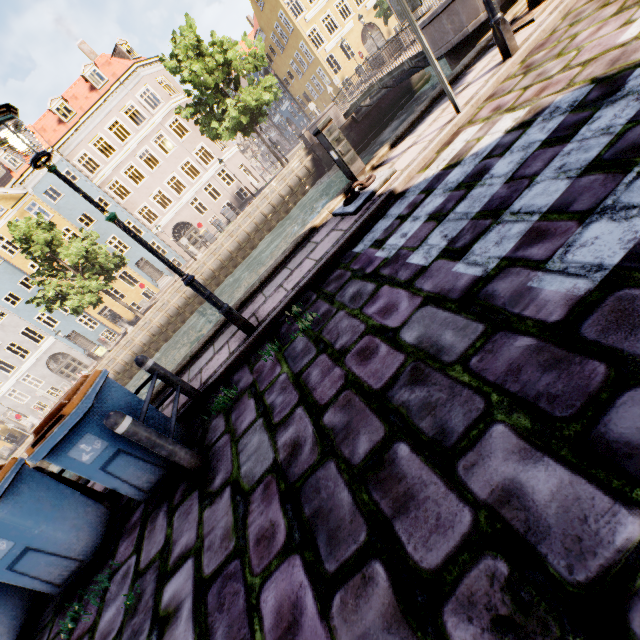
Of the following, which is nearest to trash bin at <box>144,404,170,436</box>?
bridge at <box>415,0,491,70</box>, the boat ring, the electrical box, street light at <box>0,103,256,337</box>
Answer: street light at <box>0,103,256,337</box>

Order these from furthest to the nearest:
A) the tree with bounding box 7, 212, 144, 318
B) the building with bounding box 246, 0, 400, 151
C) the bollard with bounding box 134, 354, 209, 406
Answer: the building with bounding box 246, 0, 400, 151, the tree with bounding box 7, 212, 144, 318, the bollard with bounding box 134, 354, 209, 406

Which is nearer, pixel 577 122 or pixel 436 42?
pixel 577 122

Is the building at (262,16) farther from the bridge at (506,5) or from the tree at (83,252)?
the bridge at (506,5)

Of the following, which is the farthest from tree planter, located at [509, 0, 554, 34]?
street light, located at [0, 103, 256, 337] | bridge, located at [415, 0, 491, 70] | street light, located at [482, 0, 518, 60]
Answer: street light, located at [0, 103, 256, 337]

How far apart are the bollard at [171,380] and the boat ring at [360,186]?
3.6m

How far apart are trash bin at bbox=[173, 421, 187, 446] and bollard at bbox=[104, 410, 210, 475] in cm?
35

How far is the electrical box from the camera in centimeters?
556cm
